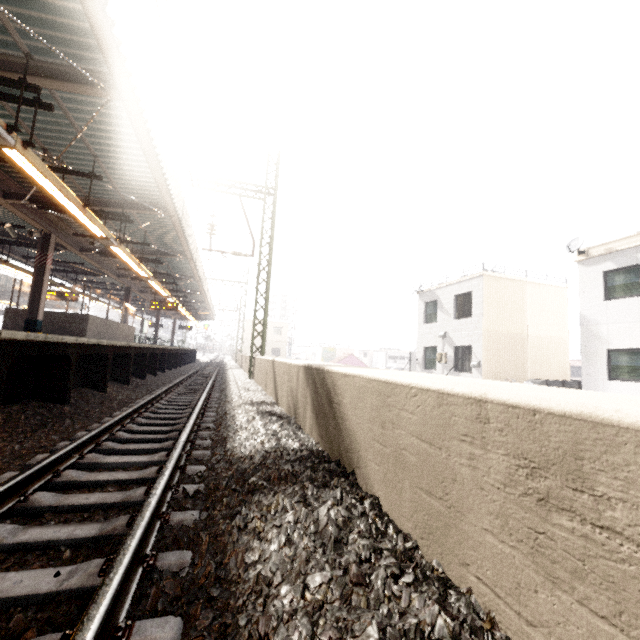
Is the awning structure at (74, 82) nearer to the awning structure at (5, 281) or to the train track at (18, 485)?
the train track at (18, 485)

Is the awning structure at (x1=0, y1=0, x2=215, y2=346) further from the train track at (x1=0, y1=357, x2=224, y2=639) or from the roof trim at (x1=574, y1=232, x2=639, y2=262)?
the roof trim at (x1=574, y1=232, x2=639, y2=262)

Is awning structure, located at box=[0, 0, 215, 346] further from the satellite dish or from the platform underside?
the satellite dish

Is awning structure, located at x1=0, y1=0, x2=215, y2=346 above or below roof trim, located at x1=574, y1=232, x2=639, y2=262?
below

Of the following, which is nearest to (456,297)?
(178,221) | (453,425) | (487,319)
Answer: (487,319)

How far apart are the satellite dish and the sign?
43.00m

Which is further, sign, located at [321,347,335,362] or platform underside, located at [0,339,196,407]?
sign, located at [321,347,335,362]

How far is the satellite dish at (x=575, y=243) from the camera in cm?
1292
